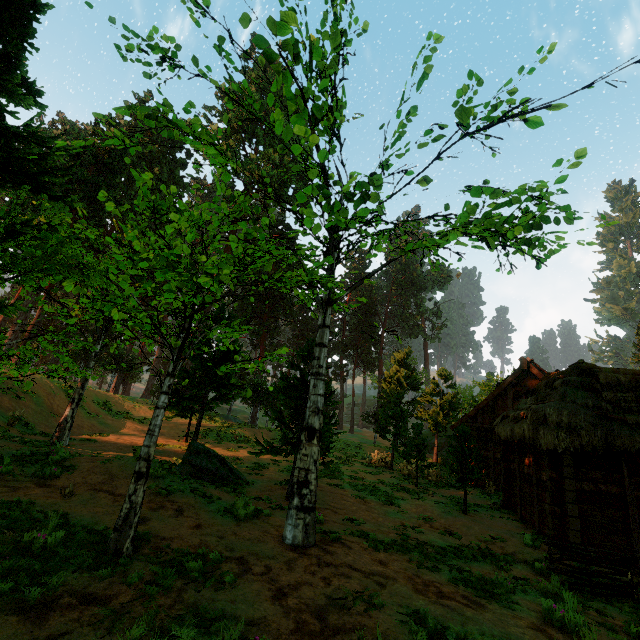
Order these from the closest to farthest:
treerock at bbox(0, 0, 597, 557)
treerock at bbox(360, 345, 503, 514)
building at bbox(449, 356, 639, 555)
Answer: treerock at bbox(0, 0, 597, 557)
building at bbox(449, 356, 639, 555)
treerock at bbox(360, 345, 503, 514)

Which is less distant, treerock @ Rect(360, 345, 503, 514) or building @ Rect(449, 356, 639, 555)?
building @ Rect(449, 356, 639, 555)

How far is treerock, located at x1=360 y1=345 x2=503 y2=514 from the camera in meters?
14.3 m

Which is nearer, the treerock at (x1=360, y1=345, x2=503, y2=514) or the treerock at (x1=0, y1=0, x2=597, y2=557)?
the treerock at (x1=0, y1=0, x2=597, y2=557)

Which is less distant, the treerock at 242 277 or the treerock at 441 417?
the treerock at 242 277

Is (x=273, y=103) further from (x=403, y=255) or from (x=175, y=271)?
(x=175, y=271)

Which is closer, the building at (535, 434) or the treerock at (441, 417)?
the building at (535, 434)
